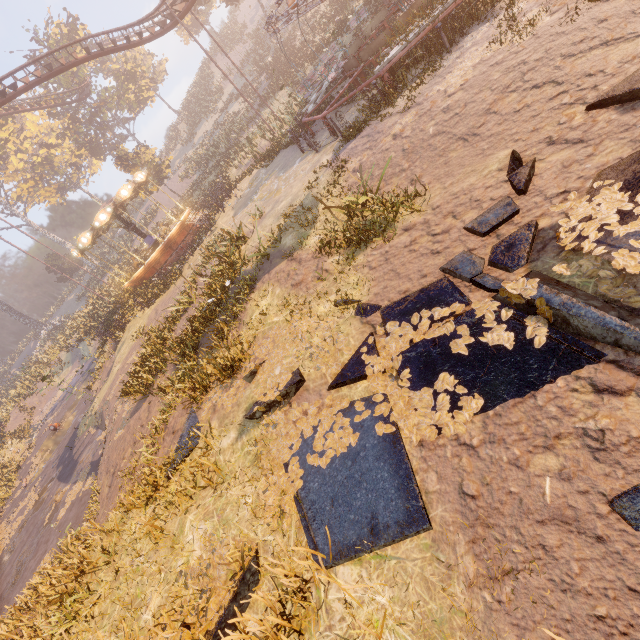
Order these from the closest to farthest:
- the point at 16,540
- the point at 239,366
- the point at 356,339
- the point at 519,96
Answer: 1. the point at 356,339
2. the point at 519,96
3. the point at 239,366
4. the point at 16,540

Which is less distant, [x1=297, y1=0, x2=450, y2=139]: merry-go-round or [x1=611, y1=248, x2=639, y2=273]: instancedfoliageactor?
[x1=611, y1=248, x2=639, y2=273]: instancedfoliageactor

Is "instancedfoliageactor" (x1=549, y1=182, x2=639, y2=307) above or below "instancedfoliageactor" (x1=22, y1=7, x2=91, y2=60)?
below

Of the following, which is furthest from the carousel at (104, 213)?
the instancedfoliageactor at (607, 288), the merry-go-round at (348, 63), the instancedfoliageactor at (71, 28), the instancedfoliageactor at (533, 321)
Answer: the instancedfoliageactor at (607, 288)

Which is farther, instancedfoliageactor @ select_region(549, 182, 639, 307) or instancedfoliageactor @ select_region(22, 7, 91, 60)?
instancedfoliageactor @ select_region(22, 7, 91, 60)

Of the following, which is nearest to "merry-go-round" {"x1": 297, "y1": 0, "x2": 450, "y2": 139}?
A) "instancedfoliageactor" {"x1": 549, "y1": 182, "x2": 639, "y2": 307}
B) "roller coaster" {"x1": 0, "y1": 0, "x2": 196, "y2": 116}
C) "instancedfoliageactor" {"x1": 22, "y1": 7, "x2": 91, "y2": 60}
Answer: "roller coaster" {"x1": 0, "y1": 0, "x2": 196, "y2": 116}

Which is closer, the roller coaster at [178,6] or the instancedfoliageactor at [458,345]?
the instancedfoliageactor at [458,345]

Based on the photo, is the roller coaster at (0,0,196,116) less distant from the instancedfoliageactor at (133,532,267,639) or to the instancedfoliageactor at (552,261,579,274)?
the instancedfoliageactor at (552,261,579,274)
